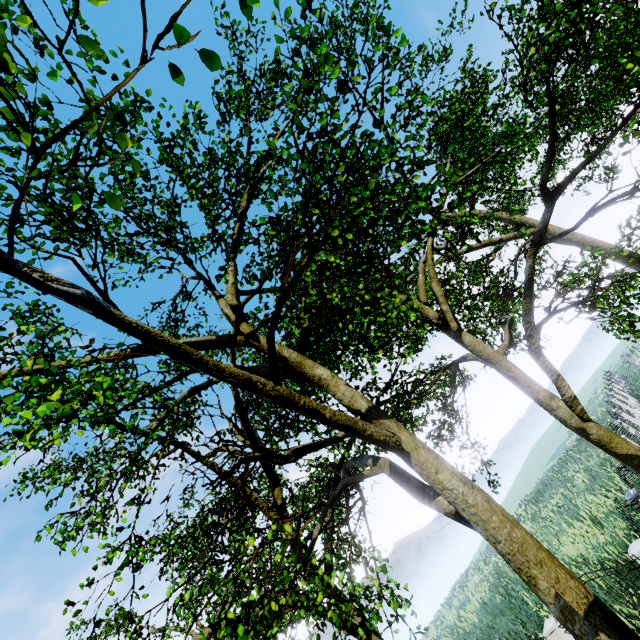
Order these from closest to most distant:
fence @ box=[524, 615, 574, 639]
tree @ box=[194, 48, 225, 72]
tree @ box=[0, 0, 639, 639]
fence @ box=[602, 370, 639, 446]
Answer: tree @ box=[194, 48, 225, 72], tree @ box=[0, 0, 639, 639], fence @ box=[524, 615, 574, 639], fence @ box=[602, 370, 639, 446]

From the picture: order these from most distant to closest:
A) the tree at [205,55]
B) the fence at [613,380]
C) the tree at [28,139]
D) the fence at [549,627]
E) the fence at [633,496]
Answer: the fence at [613,380] < the fence at [549,627] < the fence at [633,496] < the tree at [28,139] < the tree at [205,55]

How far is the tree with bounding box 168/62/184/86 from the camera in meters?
2.1

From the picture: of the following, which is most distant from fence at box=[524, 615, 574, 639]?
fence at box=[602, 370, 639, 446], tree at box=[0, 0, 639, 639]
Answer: fence at box=[602, 370, 639, 446]

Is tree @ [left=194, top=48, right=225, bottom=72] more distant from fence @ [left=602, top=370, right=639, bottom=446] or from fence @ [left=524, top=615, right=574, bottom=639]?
fence @ [left=602, top=370, right=639, bottom=446]

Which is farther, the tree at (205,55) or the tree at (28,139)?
the tree at (28,139)

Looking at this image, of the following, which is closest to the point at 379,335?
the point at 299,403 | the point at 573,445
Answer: the point at 299,403
